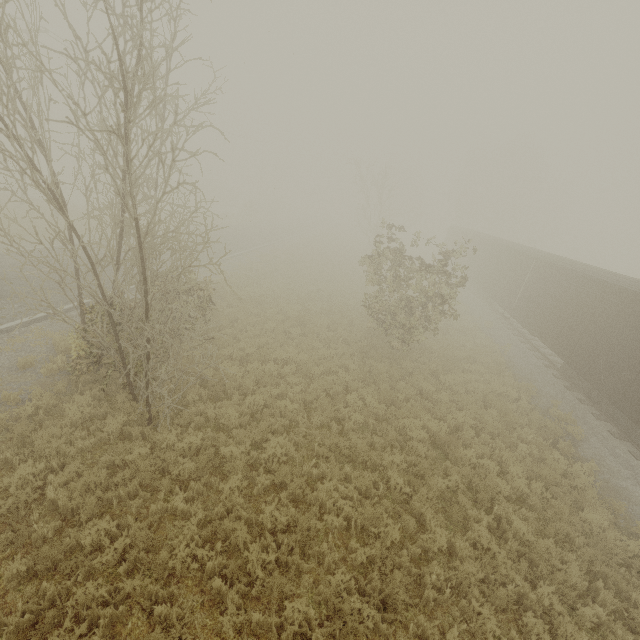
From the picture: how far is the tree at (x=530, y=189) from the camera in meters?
47.1 m

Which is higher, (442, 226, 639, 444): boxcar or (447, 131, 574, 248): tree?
(447, 131, 574, 248): tree

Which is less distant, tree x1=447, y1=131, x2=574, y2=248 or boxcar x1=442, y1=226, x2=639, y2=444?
boxcar x1=442, y1=226, x2=639, y2=444

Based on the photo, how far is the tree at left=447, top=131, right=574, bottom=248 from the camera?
47.09m

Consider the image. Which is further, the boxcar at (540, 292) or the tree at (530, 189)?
the tree at (530, 189)

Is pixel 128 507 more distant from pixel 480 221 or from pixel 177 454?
pixel 480 221
